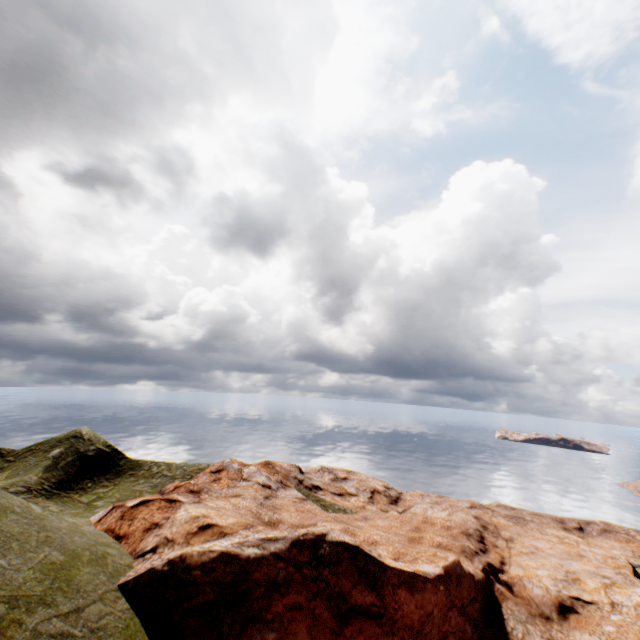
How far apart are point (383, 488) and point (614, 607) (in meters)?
22.38
